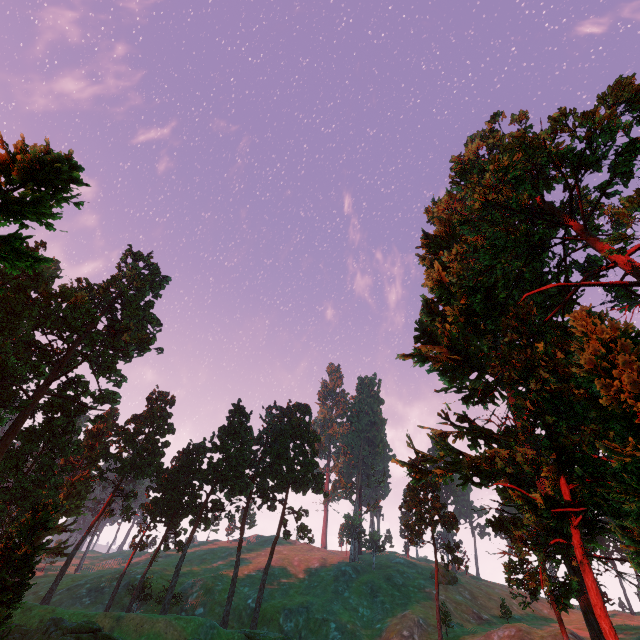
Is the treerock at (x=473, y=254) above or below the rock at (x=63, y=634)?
above

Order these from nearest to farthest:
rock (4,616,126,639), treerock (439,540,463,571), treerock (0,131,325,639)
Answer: treerock (0,131,325,639) → rock (4,616,126,639) → treerock (439,540,463,571)

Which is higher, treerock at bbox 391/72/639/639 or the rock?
treerock at bbox 391/72/639/639

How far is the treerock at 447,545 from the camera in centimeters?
4700cm

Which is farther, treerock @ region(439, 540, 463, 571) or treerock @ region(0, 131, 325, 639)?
treerock @ region(439, 540, 463, 571)

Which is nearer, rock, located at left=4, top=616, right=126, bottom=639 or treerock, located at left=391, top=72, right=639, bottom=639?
treerock, located at left=391, top=72, right=639, bottom=639

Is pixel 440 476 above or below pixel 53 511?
above
